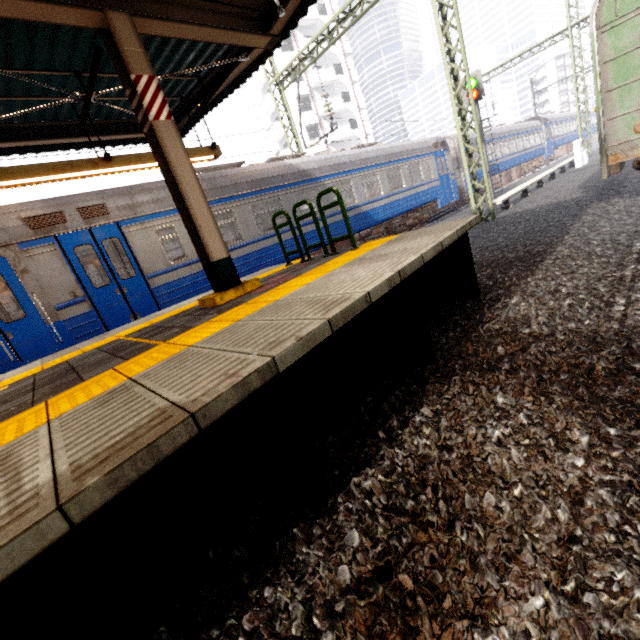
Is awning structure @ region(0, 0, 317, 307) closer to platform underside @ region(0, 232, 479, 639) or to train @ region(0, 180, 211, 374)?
train @ region(0, 180, 211, 374)

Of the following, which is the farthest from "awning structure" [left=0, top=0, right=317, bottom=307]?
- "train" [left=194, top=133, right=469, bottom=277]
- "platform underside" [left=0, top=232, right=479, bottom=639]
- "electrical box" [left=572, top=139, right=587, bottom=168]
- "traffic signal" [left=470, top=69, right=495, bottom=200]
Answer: "electrical box" [left=572, top=139, right=587, bottom=168]

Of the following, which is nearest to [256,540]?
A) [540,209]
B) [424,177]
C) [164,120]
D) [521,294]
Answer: [521,294]

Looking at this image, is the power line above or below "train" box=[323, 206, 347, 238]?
above

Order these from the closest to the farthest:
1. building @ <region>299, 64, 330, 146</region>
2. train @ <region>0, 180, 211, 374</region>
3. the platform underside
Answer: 1. the platform underside
2. train @ <region>0, 180, 211, 374</region>
3. building @ <region>299, 64, 330, 146</region>

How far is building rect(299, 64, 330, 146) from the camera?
35.62m

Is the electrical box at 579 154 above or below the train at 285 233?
below

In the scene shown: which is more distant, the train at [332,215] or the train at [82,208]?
the train at [332,215]
